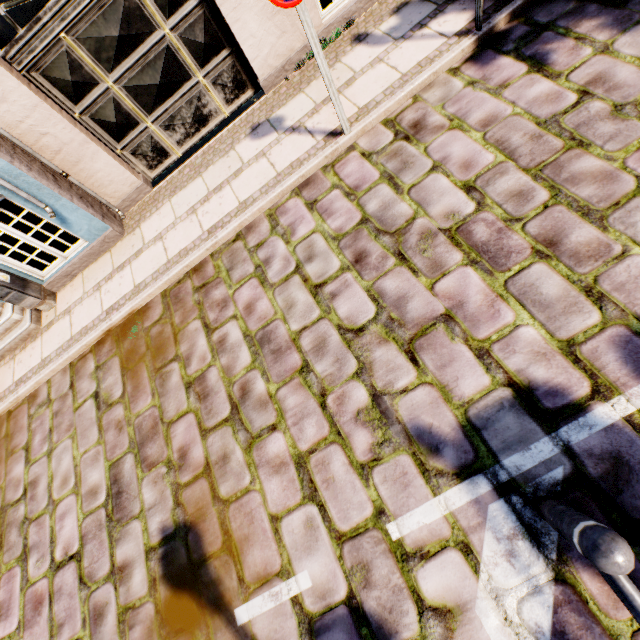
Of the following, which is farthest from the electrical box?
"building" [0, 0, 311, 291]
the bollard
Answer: the bollard

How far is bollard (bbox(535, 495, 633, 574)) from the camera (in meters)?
1.21

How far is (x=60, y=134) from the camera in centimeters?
440cm

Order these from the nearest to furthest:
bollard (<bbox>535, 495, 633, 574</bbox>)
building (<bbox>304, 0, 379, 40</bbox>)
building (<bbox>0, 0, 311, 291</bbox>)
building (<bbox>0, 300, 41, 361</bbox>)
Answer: bollard (<bbox>535, 495, 633, 574</bbox>) < building (<bbox>0, 0, 311, 291</bbox>) < building (<bbox>304, 0, 379, 40</bbox>) < building (<bbox>0, 300, 41, 361</bbox>)

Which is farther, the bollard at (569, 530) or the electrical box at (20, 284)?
the electrical box at (20, 284)

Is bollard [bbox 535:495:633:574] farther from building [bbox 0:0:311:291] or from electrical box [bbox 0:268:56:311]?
electrical box [bbox 0:268:56:311]

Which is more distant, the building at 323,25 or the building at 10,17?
the building at 323,25

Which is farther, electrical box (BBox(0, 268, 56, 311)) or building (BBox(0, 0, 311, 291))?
electrical box (BBox(0, 268, 56, 311))
